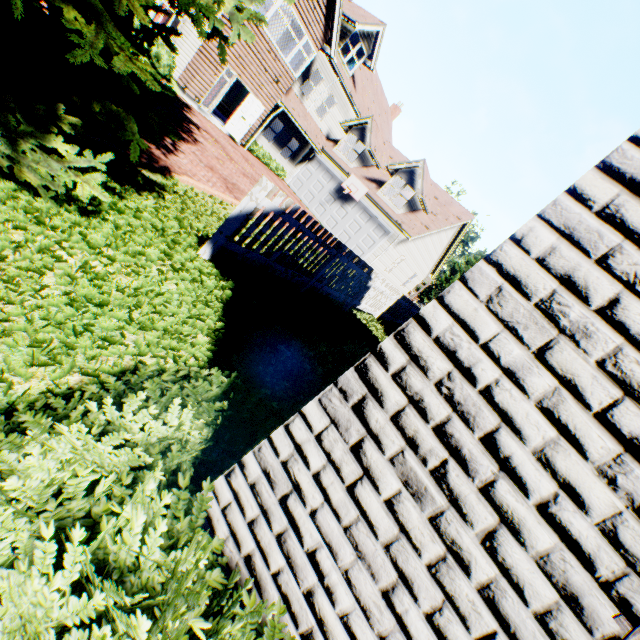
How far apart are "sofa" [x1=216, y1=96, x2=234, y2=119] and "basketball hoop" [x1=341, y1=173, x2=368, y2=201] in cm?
1009

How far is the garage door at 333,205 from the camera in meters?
20.4 m

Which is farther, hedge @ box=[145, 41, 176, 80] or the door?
the door

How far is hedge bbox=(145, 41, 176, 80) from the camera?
14.1m

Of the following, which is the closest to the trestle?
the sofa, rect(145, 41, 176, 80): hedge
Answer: rect(145, 41, 176, 80): hedge

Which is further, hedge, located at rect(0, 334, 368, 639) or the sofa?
the sofa

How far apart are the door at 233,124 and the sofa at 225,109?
6.0 meters

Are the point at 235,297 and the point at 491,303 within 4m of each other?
yes
